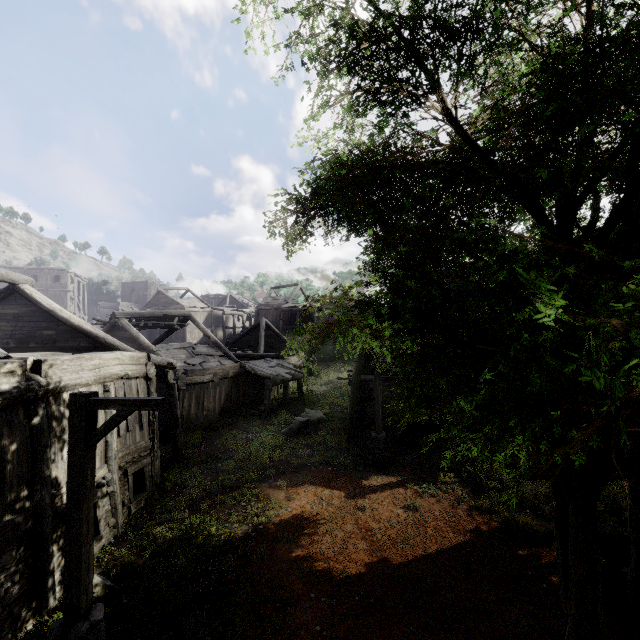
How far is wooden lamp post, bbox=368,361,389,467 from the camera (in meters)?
13.02

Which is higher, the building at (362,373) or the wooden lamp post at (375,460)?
the building at (362,373)

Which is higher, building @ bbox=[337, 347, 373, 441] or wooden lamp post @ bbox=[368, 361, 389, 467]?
building @ bbox=[337, 347, 373, 441]

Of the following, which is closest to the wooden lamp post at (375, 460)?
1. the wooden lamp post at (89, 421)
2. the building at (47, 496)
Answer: the building at (47, 496)

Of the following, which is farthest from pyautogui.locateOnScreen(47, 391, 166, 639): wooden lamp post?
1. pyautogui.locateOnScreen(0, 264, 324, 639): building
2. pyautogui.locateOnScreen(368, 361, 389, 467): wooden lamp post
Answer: pyautogui.locateOnScreen(368, 361, 389, 467): wooden lamp post

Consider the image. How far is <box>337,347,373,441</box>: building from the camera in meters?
15.7

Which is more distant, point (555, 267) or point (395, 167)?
point (395, 167)

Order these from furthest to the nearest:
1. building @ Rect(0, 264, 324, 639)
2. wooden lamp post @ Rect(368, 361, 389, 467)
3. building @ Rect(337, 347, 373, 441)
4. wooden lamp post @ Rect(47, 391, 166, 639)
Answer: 1. building @ Rect(337, 347, 373, 441)
2. wooden lamp post @ Rect(368, 361, 389, 467)
3. building @ Rect(0, 264, 324, 639)
4. wooden lamp post @ Rect(47, 391, 166, 639)
